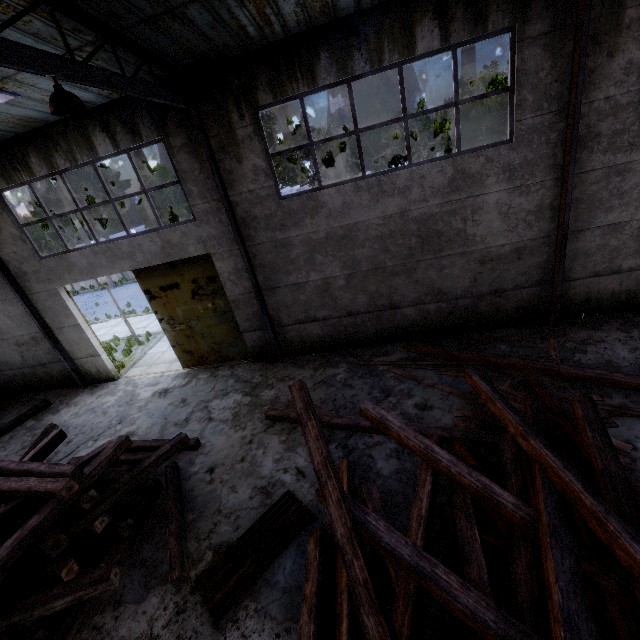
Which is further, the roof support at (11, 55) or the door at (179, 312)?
the door at (179, 312)

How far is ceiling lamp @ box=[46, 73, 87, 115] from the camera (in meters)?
4.02

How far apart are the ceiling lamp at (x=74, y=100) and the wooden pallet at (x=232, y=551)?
6.9m

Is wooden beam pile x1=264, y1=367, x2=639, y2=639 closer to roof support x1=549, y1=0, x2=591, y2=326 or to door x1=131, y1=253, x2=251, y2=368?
roof support x1=549, y1=0, x2=591, y2=326

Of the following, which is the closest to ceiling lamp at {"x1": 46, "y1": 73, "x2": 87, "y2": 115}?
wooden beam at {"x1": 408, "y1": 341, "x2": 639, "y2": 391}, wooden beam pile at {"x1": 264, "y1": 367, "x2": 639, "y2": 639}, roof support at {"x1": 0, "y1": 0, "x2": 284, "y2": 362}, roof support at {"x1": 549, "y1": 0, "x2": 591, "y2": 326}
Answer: roof support at {"x1": 0, "y1": 0, "x2": 284, "y2": 362}

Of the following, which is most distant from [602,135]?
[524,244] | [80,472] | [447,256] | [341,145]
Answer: [341,145]

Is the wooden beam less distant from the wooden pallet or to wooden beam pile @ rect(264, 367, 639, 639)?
wooden beam pile @ rect(264, 367, 639, 639)

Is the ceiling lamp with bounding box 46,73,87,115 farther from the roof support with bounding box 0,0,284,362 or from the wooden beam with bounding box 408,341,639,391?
the wooden beam with bounding box 408,341,639,391
